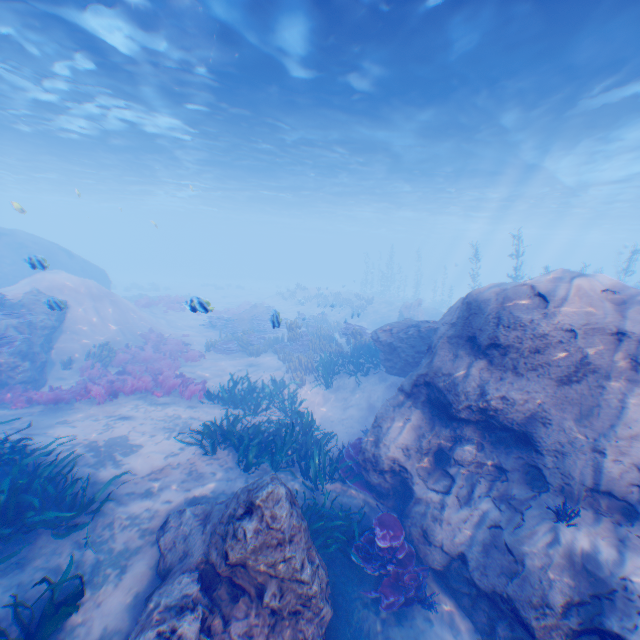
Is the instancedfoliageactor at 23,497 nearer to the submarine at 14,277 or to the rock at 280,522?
the rock at 280,522

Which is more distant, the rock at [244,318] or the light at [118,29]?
the rock at [244,318]

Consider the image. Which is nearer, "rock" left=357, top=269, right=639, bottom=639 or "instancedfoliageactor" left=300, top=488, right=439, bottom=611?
"rock" left=357, top=269, right=639, bottom=639

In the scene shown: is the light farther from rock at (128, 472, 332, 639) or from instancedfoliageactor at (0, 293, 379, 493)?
instancedfoliageactor at (0, 293, 379, 493)

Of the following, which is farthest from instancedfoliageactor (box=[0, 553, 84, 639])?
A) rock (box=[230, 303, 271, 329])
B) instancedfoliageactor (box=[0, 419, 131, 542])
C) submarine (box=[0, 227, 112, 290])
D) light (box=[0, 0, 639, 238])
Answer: rock (box=[230, 303, 271, 329])

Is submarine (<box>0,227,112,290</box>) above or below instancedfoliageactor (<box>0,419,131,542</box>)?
above

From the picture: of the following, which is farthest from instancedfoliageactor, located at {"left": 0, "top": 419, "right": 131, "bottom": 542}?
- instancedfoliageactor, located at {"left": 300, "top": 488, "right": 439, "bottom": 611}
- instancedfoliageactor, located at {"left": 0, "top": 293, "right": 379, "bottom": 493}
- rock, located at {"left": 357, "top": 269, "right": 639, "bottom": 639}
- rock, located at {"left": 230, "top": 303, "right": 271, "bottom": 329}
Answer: rock, located at {"left": 230, "top": 303, "right": 271, "bottom": 329}

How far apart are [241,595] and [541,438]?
5.9m
